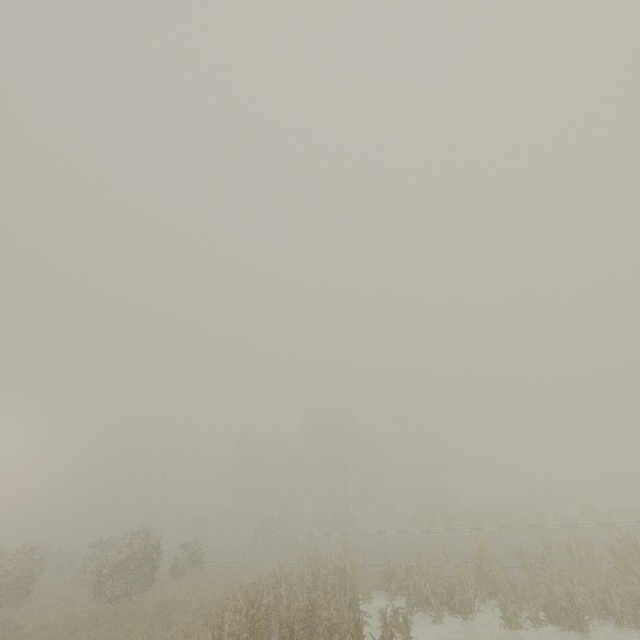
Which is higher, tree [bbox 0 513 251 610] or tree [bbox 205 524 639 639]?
tree [bbox 0 513 251 610]

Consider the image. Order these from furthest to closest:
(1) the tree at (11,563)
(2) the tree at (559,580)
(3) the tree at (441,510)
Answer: (3) the tree at (441,510)
(1) the tree at (11,563)
(2) the tree at (559,580)

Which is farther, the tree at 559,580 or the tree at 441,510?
the tree at 441,510

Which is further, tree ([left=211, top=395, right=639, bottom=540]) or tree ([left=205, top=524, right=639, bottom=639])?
tree ([left=211, top=395, right=639, bottom=540])

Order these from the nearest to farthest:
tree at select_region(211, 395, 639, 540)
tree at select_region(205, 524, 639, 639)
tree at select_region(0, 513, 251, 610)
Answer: tree at select_region(205, 524, 639, 639)
tree at select_region(0, 513, 251, 610)
tree at select_region(211, 395, 639, 540)

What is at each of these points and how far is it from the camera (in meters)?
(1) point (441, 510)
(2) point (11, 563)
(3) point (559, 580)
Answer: (1) tree, 33.19
(2) tree, 22.48
(3) tree, 12.88

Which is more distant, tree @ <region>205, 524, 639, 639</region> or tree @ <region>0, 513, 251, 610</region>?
tree @ <region>0, 513, 251, 610</region>
